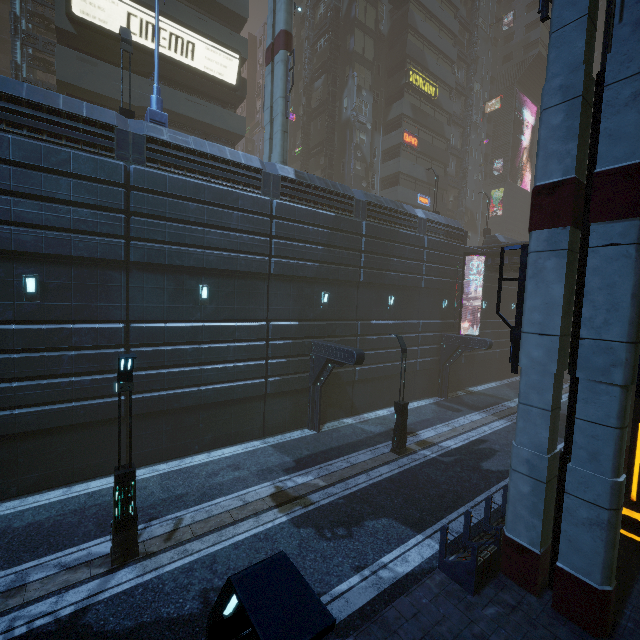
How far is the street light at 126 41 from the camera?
13.95m

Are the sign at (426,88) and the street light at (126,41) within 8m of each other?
no

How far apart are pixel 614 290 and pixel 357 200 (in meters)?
14.56

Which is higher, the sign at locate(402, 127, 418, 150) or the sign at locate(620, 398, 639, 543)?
the sign at locate(402, 127, 418, 150)

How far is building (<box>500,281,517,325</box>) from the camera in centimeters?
3017cm

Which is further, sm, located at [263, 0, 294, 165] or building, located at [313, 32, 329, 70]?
building, located at [313, 32, 329, 70]

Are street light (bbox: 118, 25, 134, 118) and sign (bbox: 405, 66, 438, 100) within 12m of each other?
no

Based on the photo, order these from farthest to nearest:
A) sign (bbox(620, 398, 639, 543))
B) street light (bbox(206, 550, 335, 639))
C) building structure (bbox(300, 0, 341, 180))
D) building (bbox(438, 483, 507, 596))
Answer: building structure (bbox(300, 0, 341, 180))
sign (bbox(620, 398, 639, 543))
building (bbox(438, 483, 507, 596))
street light (bbox(206, 550, 335, 639))
